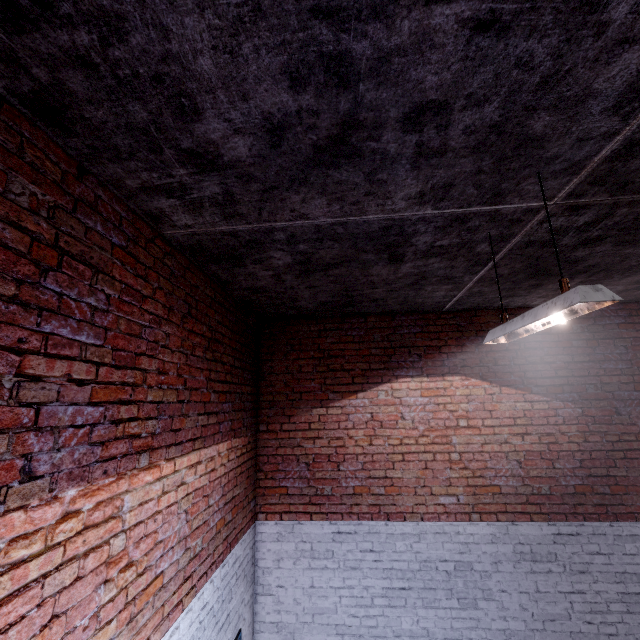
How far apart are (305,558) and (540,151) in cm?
525

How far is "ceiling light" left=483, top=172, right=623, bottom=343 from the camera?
1.59m

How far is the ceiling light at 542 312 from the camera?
1.59m
